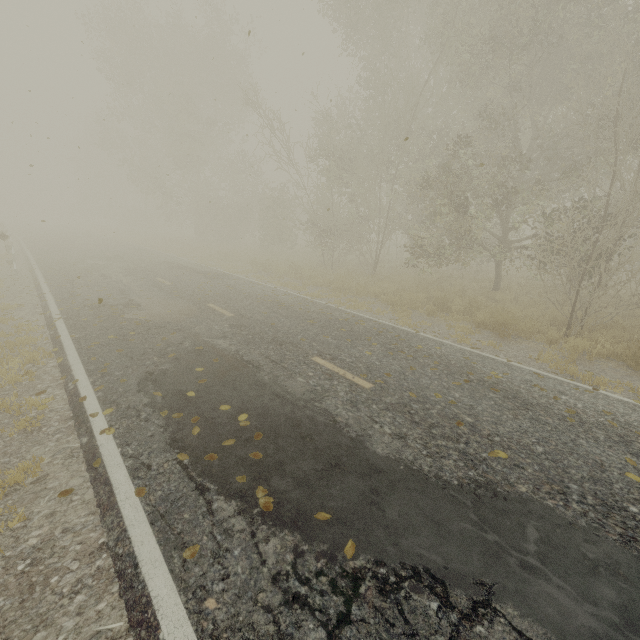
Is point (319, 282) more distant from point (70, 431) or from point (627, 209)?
point (70, 431)
